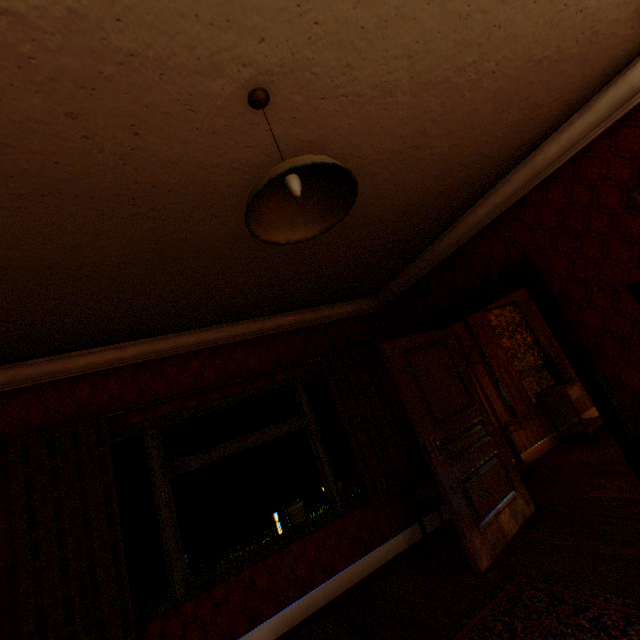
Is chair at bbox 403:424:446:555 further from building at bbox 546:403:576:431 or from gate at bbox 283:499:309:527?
gate at bbox 283:499:309:527

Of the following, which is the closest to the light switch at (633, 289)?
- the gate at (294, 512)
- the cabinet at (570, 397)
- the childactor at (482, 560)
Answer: the childactor at (482, 560)

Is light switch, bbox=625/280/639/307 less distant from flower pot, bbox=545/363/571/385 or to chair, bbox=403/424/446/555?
chair, bbox=403/424/446/555

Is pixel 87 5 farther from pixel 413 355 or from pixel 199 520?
pixel 199 520

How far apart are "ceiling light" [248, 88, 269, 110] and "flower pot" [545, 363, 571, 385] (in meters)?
6.02

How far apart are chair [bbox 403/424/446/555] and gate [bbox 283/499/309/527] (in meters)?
14.34

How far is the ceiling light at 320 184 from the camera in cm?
117

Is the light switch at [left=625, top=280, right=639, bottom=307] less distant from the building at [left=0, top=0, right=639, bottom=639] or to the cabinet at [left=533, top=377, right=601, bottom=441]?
the building at [left=0, top=0, right=639, bottom=639]
